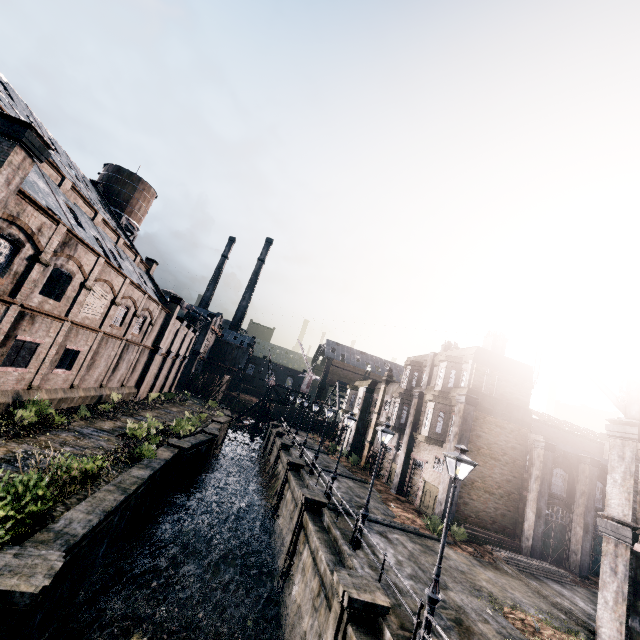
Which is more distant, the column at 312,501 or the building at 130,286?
the column at 312,501

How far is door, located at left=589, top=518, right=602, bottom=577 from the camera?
23.50m

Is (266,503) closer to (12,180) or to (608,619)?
(608,619)

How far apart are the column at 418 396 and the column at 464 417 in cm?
554

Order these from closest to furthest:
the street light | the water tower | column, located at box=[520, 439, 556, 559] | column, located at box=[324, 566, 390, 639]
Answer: the street light → column, located at box=[324, 566, 390, 639] → column, located at box=[520, 439, 556, 559] → the water tower

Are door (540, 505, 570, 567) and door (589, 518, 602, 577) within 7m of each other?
yes

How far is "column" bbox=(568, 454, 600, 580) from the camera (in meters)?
22.45

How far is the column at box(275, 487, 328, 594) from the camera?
18.0m
